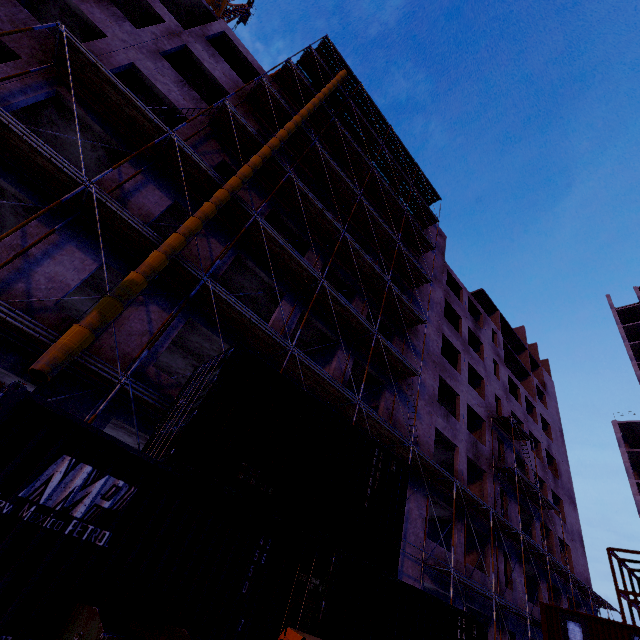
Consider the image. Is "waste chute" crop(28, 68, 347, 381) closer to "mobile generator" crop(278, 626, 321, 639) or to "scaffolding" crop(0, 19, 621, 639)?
"scaffolding" crop(0, 19, 621, 639)

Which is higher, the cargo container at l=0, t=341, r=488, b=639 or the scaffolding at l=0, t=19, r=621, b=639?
the scaffolding at l=0, t=19, r=621, b=639

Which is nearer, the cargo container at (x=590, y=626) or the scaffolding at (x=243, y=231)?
Answer: the scaffolding at (x=243, y=231)

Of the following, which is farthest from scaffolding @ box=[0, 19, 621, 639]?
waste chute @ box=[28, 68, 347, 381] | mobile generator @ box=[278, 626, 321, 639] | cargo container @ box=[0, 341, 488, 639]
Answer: mobile generator @ box=[278, 626, 321, 639]

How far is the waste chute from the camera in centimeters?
605cm

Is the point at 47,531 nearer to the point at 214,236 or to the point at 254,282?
the point at 214,236

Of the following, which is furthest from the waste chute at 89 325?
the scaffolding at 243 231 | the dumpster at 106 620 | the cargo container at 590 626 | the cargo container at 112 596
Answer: the cargo container at 590 626

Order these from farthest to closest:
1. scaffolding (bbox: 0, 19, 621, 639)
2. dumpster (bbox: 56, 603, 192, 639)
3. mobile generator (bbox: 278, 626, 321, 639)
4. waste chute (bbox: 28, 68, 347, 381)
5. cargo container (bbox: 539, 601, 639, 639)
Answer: cargo container (bbox: 539, 601, 639, 639) → scaffolding (bbox: 0, 19, 621, 639) → waste chute (bbox: 28, 68, 347, 381) → mobile generator (bbox: 278, 626, 321, 639) → dumpster (bbox: 56, 603, 192, 639)
